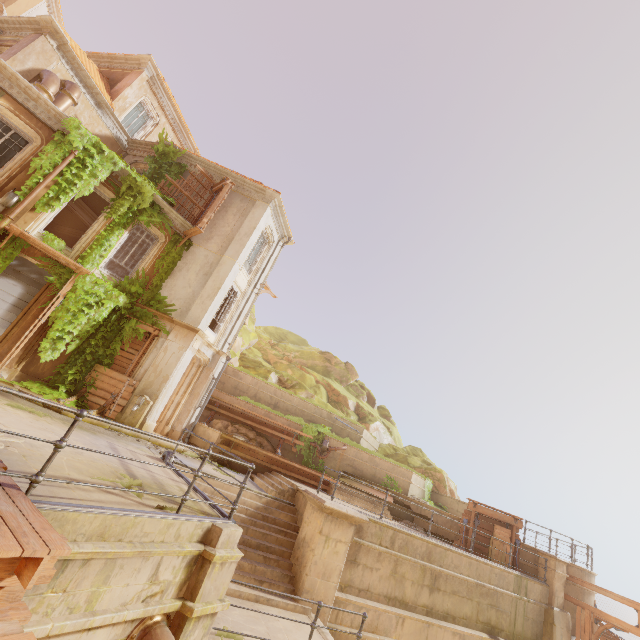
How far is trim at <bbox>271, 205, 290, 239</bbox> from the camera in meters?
17.8 m

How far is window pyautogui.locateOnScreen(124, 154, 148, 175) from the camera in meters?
17.3 m

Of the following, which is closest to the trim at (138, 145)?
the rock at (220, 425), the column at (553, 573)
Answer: the rock at (220, 425)

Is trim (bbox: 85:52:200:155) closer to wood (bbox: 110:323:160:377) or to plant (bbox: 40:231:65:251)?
plant (bbox: 40:231:65:251)

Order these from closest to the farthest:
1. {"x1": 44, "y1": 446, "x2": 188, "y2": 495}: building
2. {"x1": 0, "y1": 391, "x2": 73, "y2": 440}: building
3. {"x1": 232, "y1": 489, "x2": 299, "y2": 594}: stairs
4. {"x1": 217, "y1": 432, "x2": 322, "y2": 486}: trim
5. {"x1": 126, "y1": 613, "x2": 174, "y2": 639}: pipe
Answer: {"x1": 126, "y1": 613, "x2": 174, "y2": 639}: pipe
{"x1": 44, "y1": 446, "x2": 188, "y2": 495}: building
{"x1": 0, "y1": 391, "x2": 73, "y2": 440}: building
{"x1": 232, "y1": 489, "x2": 299, "y2": 594}: stairs
{"x1": 217, "y1": 432, "x2": 322, "y2": 486}: trim

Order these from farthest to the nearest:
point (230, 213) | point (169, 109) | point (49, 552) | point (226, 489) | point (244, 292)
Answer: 1. point (169, 109)
2. point (244, 292)
3. point (230, 213)
4. point (226, 489)
5. point (49, 552)

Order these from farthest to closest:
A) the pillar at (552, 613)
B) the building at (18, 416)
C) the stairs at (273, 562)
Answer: the pillar at (552, 613) → the stairs at (273, 562) → the building at (18, 416)

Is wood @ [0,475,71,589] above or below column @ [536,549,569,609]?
below
